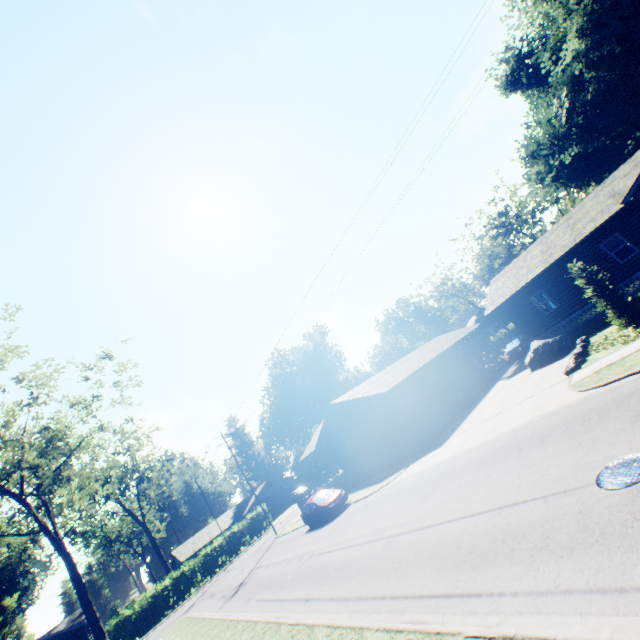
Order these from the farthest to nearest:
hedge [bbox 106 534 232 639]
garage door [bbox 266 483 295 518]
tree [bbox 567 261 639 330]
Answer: garage door [bbox 266 483 295 518], hedge [bbox 106 534 232 639], tree [bbox 567 261 639 330]

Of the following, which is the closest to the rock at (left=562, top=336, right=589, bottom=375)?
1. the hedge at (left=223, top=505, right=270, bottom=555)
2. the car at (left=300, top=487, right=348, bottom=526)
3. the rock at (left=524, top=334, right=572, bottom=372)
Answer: the rock at (left=524, top=334, right=572, bottom=372)

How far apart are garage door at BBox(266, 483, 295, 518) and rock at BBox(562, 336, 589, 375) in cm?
5460

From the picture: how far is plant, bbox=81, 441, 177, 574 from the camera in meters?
46.5 m

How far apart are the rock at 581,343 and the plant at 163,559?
57.62m

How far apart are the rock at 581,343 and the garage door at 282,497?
54.6m

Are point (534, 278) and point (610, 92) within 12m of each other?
no

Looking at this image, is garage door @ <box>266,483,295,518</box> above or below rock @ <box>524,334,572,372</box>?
above
